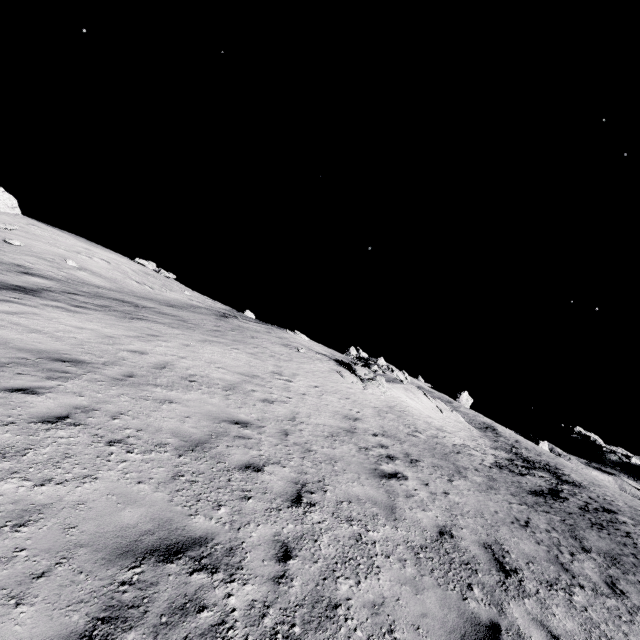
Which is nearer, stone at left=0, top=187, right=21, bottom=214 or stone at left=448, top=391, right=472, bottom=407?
stone at left=0, top=187, right=21, bottom=214

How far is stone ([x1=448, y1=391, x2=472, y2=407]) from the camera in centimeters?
5466cm

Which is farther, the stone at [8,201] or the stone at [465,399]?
the stone at [465,399]

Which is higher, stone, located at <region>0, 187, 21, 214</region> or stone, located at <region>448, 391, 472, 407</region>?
stone, located at <region>448, 391, 472, 407</region>

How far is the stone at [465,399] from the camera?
54.7m

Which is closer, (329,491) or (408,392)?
(329,491)
